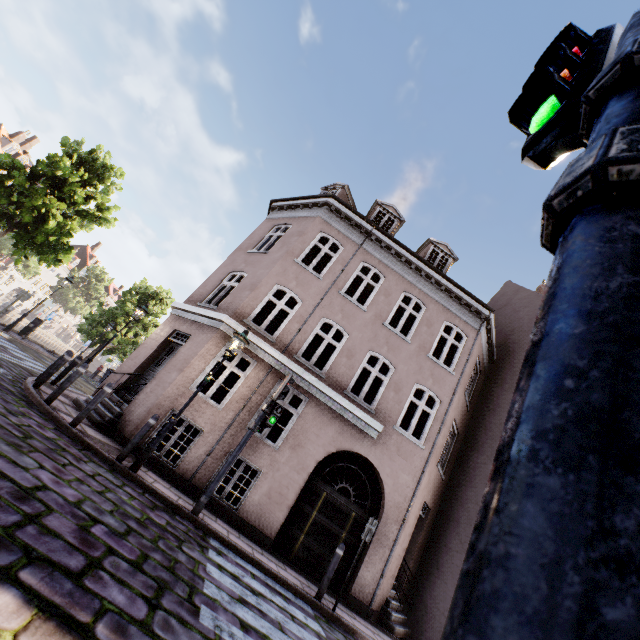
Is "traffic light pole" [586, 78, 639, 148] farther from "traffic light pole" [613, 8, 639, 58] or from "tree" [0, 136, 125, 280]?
"tree" [0, 136, 125, 280]

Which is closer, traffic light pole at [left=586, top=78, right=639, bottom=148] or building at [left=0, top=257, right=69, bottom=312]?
traffic light pole at [left=586, top=78, right=639, bottom=148]

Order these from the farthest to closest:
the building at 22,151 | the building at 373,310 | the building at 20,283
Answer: the building at 20,283 < the building at 22,151 < the building at 373,310

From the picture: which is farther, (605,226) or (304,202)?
(304,202)

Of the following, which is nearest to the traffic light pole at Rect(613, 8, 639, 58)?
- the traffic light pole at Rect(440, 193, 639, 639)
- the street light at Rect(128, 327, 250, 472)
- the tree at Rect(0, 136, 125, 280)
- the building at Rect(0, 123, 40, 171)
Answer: the traffic light pole at Rect(440, 193, 639, 639)

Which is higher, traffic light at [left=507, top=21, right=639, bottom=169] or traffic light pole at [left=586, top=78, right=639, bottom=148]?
traffic light at [left=507, top=21, right=639, bottom=169]

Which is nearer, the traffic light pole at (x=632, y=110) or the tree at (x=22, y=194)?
the traffic light pole at (x=632, y=110)

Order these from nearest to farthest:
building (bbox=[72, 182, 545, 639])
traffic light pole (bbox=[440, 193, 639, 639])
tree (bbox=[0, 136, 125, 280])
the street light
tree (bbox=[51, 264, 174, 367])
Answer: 1. traffic light pole (bbox=[440, 193, 639, 639])
2. the street light
3. building (bbox=[72, 182, 545, 639])
4. tree (bbox=[0, 136, 125, 280])
5. tree (bbox=[51, 264, 174, 367])
